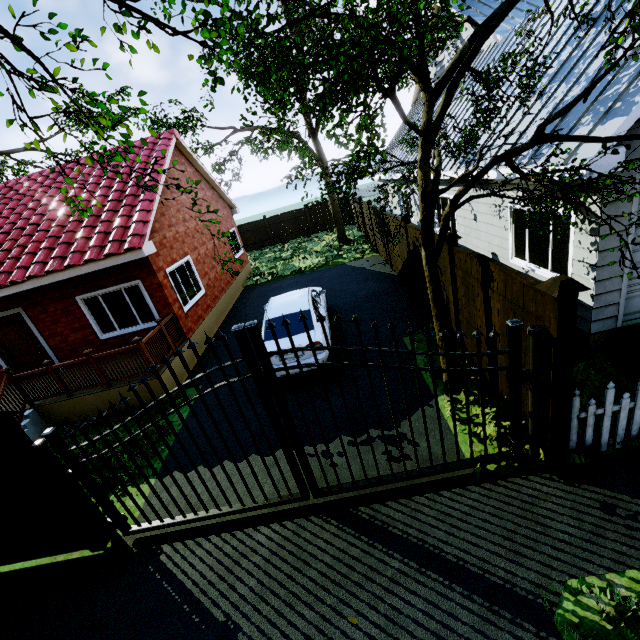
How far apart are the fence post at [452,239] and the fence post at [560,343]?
2.7 meters

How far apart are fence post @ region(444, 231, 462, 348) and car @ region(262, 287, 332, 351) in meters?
2.7 m

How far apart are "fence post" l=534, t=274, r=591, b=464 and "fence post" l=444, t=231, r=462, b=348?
2.66m

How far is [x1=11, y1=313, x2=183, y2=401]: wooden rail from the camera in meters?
7.7

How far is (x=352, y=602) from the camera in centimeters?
354cm

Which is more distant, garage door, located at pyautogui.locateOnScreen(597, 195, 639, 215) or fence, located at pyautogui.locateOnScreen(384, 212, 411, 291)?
fence, located at pyautogui.locateOnScreen(384, 212, 411, 291)

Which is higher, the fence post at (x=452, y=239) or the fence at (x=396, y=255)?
the fence post at (x=452, y=239)

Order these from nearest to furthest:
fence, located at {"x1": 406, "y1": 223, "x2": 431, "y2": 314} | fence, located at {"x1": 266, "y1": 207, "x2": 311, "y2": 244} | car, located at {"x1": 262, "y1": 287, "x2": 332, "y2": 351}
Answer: car, located at {"x1": 262, "y1": 287, "x2": 332, "y2": 351}, fence, located at {"x1": 406, "y1": 223, "x2": 431, "y2": 314}, fence, located at {"x1": 266, "y1": 207, "x2": 311, "y2": 244}
